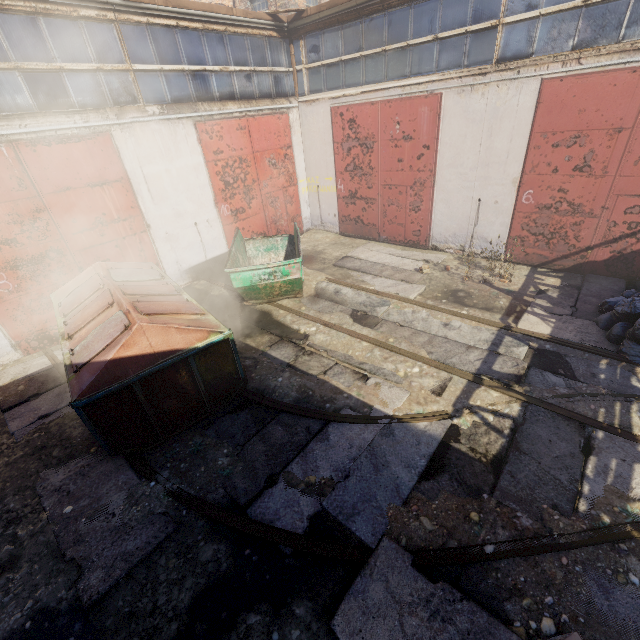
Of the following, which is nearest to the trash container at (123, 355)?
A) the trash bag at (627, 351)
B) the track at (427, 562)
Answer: the track at (427, 562)

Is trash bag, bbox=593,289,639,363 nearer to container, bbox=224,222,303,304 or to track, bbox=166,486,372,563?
track, bbox=166,486,372,563

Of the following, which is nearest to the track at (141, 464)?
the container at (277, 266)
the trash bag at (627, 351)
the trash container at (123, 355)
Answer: the trash container at (123, 355)

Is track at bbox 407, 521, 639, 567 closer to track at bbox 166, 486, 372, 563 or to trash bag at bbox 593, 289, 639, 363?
track at bbox 166, 486, 372, 563

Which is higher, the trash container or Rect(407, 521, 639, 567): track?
the trash container

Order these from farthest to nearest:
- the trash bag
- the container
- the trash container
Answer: the container
the trash bag
the trash container

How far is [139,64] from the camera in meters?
7.6

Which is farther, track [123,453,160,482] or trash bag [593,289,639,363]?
trash bag [593,289,639,363]
